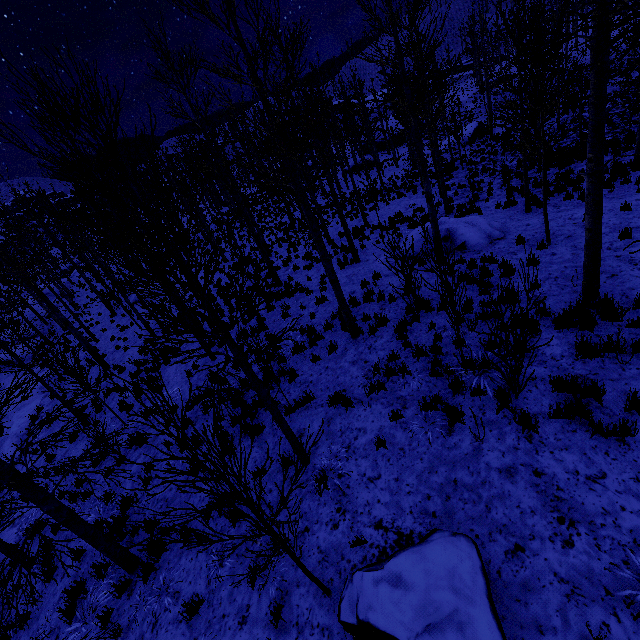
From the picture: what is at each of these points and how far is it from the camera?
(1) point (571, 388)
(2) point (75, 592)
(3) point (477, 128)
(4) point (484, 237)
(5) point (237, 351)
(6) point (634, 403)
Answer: (1) instancedfoliageactor, 5.0 meters
(2) instancedfoliageactor, 6.8 meters
(3) rock, 35.5 meters
(4) rock, 11.4 meters
(5) instancedfoliageactor, 4.9 meters
(6) instancedfoliageactor, 4.5 meters

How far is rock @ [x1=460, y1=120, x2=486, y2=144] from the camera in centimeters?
3484cm

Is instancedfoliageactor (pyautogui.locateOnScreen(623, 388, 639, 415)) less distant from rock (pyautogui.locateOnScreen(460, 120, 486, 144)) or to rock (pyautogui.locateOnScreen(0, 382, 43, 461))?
rock (pyautogui.locateOnScreen(0, 382, 43, 461))

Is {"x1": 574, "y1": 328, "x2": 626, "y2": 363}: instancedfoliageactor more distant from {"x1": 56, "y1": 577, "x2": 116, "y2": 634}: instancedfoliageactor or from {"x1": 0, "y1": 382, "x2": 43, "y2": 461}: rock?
{"x1": 0, "y1": 382, "x2": 43, "y2": 461}: rock

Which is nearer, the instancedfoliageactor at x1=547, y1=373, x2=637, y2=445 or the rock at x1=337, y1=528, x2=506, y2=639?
the rock at x1=337, y1=528, x2=506, y2=639

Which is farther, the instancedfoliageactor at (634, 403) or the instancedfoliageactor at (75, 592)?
the instancedfoliageactor at (75, 592)

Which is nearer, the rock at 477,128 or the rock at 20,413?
the rock at 20,413

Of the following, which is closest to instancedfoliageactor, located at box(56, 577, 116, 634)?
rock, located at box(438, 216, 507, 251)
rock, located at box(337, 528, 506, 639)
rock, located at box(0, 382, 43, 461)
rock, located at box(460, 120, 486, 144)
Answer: rock, located at box(337, 528, 506, 639)
